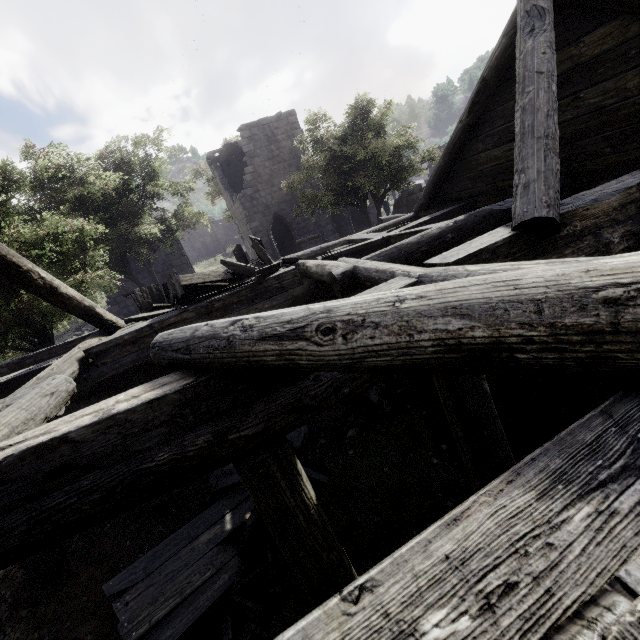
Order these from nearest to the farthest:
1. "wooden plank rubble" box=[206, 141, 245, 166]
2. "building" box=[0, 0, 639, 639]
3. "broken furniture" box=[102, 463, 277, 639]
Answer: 1. "building" box=[0, 0, 639, 639]
2. "broken furniture" box=[102, 463, 277, 639]
3. "wooden plank rubble" box=[206, 141, 245, 166]

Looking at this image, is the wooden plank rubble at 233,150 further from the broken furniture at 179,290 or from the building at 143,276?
the broken furniture at 179,290

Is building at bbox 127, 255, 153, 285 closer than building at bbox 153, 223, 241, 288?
Yes

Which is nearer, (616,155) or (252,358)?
(252,358)

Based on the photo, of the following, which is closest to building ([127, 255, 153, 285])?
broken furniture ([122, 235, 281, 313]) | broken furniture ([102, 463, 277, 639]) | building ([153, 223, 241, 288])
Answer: broken furniture ([122, 235, 281, 313])

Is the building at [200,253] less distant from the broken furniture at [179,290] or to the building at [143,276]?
the building at [143,276]

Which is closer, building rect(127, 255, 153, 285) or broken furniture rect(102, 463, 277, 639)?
broken furniture rect(102, 463, 277, 639)

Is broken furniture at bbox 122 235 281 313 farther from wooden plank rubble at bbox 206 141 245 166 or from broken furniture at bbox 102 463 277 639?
wooden plank rubble at bbox 206 141 245 166
